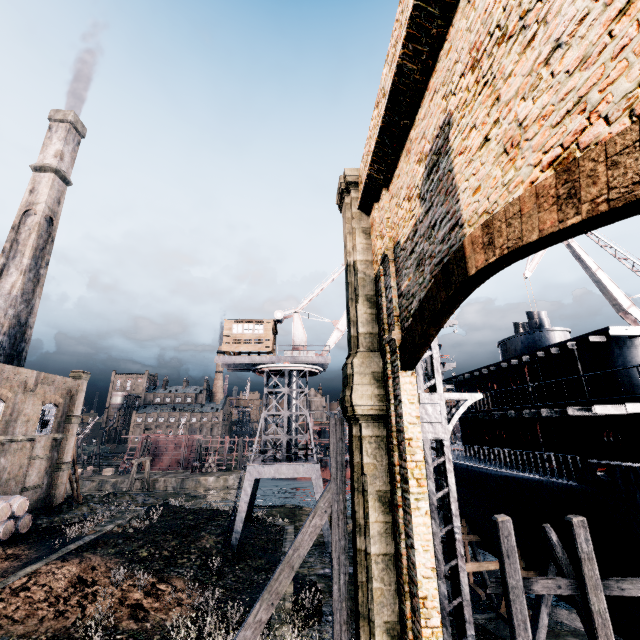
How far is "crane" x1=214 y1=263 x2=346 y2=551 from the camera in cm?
2581

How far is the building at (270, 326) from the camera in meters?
29.7 m

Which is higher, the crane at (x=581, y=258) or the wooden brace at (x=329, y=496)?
the crane at (x=581, y=258)

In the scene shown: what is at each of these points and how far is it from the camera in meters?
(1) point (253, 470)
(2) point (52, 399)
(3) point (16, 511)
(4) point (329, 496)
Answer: (1) crane, 25.9
(2) building, 30.9
(3) wooden barrel, 24.0
(4) wooden brace, 10.3

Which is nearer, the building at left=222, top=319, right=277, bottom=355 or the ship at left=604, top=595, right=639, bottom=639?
the ship at left=604, top=595, right=639, bottom=639

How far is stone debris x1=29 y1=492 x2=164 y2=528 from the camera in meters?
27.2 m

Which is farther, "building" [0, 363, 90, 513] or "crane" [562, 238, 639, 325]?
"crane" [562, 238, 639, 325]

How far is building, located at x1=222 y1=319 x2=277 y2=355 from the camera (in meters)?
29.70
